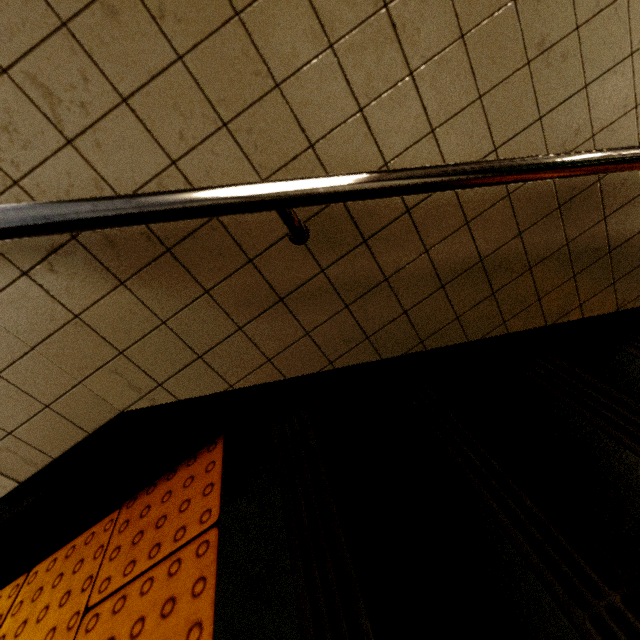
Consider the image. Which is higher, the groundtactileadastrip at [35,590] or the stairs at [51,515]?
the stairs at [51,515]

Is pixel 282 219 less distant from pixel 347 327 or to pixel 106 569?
pixel 347 327

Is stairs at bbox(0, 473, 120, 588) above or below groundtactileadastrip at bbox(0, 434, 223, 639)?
above
